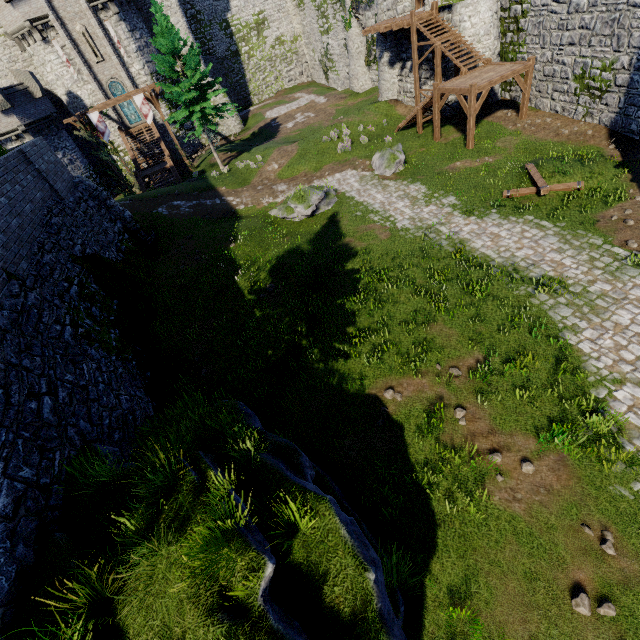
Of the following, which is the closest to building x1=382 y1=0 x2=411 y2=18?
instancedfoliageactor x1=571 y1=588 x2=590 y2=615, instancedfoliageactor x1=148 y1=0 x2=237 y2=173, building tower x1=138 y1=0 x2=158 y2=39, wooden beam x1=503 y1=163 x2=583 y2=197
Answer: wooden beam x1=503 y1=163 x2=583 y2=197

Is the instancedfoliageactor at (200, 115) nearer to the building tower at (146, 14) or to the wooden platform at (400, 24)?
the wooden platform at (400, 24)

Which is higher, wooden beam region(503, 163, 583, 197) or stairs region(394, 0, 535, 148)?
stairs region(394, 0, 535, 148)

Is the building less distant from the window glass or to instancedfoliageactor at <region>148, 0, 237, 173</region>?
instancedfoliageactor at <region>148, 0, 237, 173</region>

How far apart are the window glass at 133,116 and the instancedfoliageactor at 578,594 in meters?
45.5

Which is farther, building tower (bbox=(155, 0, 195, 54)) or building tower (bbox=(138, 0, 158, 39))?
building tower (bbox=(155, 0, 195, 54))

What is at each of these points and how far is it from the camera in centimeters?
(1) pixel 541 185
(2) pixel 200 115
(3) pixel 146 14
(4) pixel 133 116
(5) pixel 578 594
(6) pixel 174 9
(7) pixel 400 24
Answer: (1) wooden beam, 1408cm
(2) instancedfoliageactor, 2447cm
(3) building tower, 3244cm
(4) window glass, 3397cm
(5) instancedfoliageactor, 569cm
(6) building tower, 3303cm
(7) wooden platform, 2216cm

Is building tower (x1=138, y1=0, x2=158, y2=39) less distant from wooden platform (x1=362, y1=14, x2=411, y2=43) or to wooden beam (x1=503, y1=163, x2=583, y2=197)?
Result: wooden platform (x1=362, y1=14, x2=411, y2=43)
